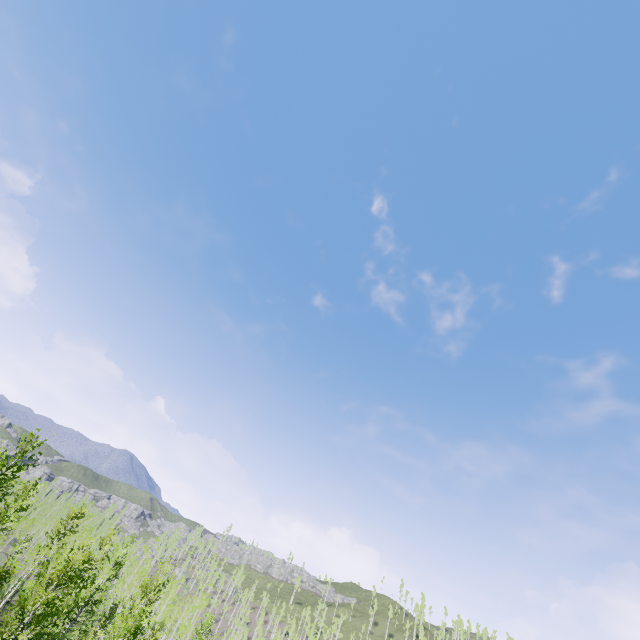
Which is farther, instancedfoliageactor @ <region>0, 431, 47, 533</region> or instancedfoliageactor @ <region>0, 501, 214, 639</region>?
instancedfoliageactor @ <region>0, 431, 47, 533</region>

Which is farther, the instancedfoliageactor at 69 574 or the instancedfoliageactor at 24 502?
the instancedfoliageactor at 24 502

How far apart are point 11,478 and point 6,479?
7.7m
